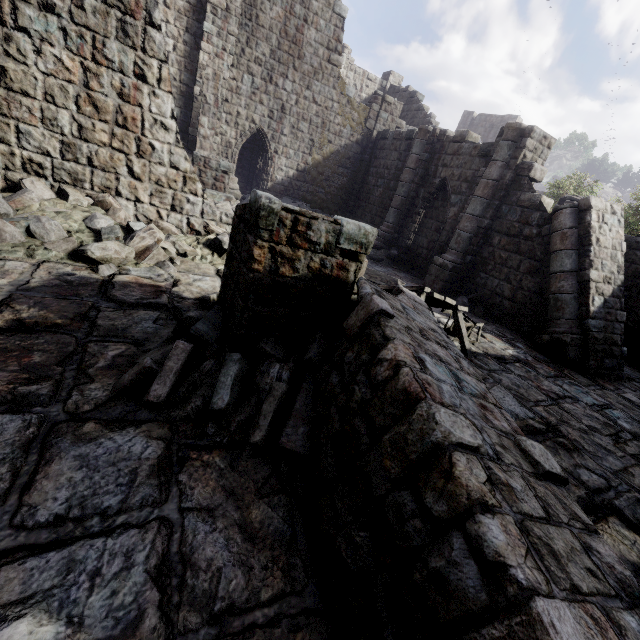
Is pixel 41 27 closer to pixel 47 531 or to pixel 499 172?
pixel 47 531

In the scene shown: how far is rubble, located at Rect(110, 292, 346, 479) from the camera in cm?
297

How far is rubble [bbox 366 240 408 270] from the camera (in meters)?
14.66

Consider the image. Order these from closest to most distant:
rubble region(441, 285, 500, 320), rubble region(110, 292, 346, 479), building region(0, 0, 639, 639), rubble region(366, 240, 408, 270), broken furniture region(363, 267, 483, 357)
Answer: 1. building region(0, 0, 639, 639)
2. rubble region(110, 292, 346, 479)
3. broken furniture region(363, 267, 483, 357)
4. rubble region(441, 285, 500, 320)
5. rubble region(366, 240, 408, 270)

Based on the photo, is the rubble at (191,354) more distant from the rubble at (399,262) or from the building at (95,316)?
the rubble at (399,262)

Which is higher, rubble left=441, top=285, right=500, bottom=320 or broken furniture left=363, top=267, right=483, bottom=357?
broken furniture left=363, top=267, right=483, bottom=357

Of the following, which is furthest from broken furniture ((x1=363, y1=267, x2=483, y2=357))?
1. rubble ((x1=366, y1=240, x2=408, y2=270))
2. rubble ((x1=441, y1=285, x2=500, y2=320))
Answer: rubble ((x1=366, y1=240, x2=408, y2=270))

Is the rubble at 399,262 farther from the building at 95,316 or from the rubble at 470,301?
the rubble at 470,301
